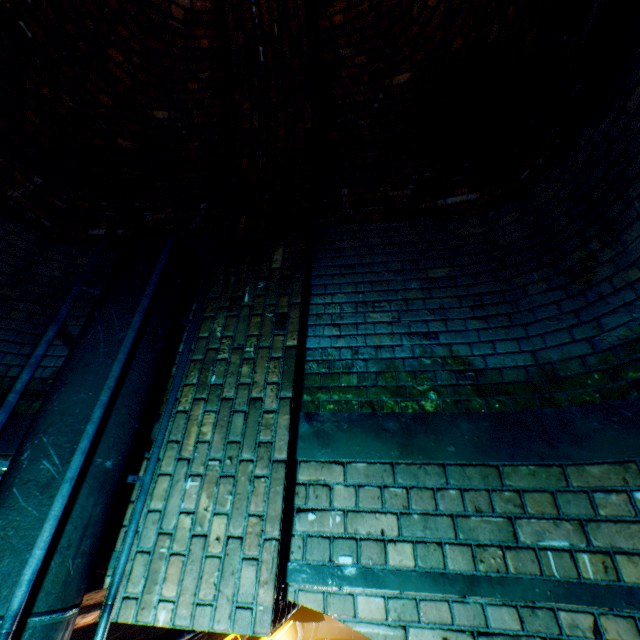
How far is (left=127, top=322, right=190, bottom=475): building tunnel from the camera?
1.9m

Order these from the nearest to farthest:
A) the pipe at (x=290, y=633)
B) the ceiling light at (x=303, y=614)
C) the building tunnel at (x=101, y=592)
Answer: the building tunnel at (x=101, y=592) → the ceiling light at (x=303, y=614) → the pipe at (x=290, y=633)

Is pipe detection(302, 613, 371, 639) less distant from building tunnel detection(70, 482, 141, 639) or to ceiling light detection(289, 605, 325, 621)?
building tunnel detection(70, 482, 141, 639)

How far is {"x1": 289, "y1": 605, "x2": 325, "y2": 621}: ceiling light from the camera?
3.63m

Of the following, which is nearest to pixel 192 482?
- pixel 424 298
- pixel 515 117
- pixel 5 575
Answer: pixel 5 575

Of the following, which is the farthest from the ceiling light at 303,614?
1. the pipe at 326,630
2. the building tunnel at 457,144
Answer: the pipe at 326,630

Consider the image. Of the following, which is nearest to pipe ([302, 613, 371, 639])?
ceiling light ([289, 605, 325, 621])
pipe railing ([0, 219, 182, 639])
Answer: pipe railing ([0, 219, 182, 639])

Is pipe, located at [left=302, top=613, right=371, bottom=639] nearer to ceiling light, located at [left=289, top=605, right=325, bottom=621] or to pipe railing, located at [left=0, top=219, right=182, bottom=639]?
pipe railing, located at [left=0, top=219, right=182, bottom=639]
